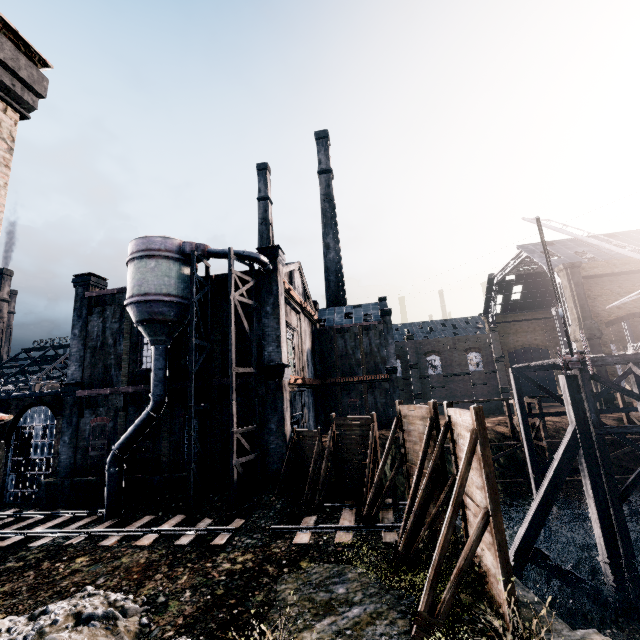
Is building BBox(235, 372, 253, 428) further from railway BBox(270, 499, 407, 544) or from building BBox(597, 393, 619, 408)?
building BBox(597, 393, 619, 408)

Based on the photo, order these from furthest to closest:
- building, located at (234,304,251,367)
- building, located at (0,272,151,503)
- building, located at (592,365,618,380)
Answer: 1. building, located at (592,365,618,380)
2. building, located at (0,272,151,503)
3. building, located at (234,304,251,367)

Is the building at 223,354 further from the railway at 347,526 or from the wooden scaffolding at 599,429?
the wooden scaffolding at 599,429

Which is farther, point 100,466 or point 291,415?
point 291,415

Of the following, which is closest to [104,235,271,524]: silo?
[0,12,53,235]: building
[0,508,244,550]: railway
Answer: [0,508,244,550]: railway

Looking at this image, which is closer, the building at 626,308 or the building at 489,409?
the building at 626,308

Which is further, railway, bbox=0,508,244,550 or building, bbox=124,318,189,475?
building, bbox=124,318,189,475

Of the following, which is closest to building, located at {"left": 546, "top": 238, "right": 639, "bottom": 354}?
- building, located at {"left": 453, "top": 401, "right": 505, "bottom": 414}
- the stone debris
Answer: building, located at {"left": 453, "top": 401, "right": 505, "bottom": 414}
